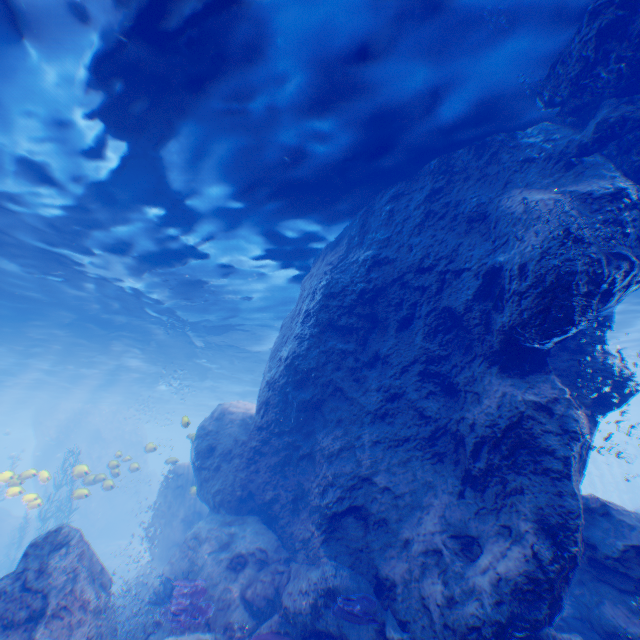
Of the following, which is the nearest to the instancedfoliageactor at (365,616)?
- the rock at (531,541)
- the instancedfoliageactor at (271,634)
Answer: the rock at (531,541)

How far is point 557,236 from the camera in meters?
5.2 m

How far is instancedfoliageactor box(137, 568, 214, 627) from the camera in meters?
6.9 m

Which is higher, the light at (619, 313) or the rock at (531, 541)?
the light at (619, 313)

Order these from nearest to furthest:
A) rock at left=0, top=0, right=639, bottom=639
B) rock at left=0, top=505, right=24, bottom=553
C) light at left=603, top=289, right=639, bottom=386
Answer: rock at left=0, top=0, right=639, bottom=639
light at left=603, top=289, right=639, bottom=386
rock at left=0, top=505, right=24, bottom=553

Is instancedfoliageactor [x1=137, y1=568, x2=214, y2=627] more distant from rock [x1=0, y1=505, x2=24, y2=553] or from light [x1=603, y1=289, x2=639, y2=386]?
light [x1=603, y1=289, x2=639, y2=386]

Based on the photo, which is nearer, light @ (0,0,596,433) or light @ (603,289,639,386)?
light @ (0,0,596,433)

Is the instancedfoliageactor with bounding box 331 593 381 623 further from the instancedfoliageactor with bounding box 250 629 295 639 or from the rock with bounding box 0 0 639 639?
the instancedfoliageactor with bounding box 250 629 295 639
